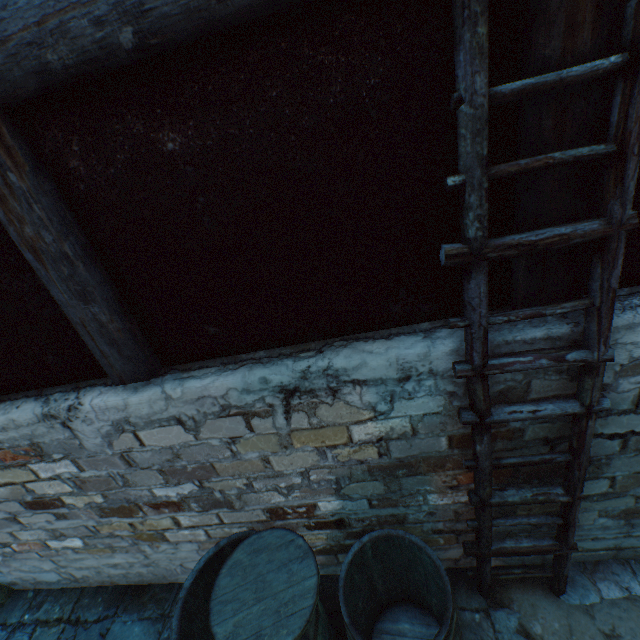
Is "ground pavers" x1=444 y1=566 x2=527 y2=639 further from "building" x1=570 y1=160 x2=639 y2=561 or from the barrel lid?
the barrel lid

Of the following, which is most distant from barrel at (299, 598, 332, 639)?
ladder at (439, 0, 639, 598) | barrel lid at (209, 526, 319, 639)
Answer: ladder at (439, 0, 639, 598)

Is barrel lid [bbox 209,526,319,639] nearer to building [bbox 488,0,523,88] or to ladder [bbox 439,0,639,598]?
building [bbox 488,0,523,88]

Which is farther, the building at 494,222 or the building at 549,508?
the building at 549,508

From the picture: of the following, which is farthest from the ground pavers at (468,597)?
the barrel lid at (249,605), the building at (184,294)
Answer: the barrel lid at (249,605)

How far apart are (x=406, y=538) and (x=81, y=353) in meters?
2.0

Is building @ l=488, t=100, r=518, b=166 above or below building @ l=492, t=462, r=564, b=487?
above
